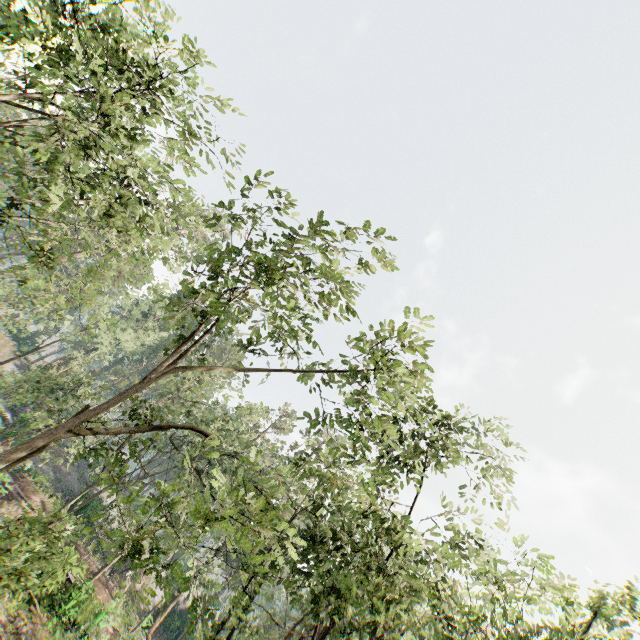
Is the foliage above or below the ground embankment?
above

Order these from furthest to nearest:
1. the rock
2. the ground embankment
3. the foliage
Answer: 1. the rock
2. the ground embankment
3. the foliage

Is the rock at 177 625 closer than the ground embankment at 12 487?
No

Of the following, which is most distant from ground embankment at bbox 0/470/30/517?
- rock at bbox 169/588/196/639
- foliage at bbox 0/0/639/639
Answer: rock at bbox 169/588/196/639

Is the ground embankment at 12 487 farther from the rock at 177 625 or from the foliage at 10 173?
the rock at 177 625

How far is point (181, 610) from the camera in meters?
45.0 m
